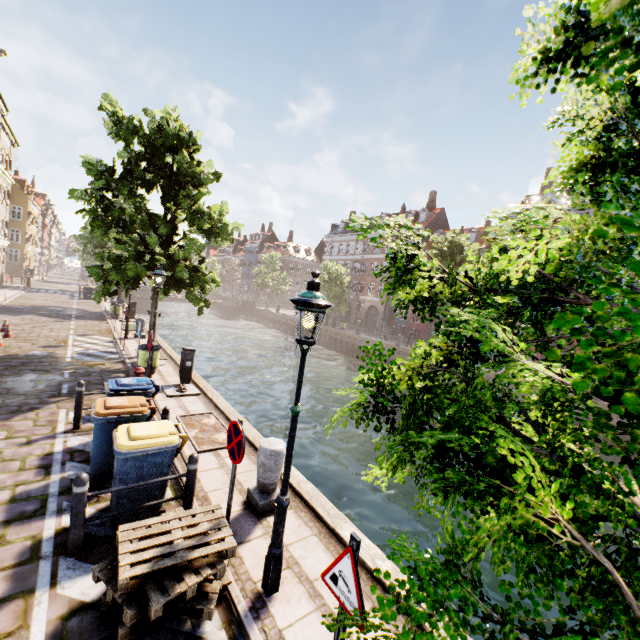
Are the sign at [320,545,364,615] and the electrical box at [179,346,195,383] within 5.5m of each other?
no

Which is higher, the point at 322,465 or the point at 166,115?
the point at 166,115

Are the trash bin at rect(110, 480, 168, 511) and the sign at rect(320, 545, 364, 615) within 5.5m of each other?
yes

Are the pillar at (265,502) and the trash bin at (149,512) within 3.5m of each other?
yes

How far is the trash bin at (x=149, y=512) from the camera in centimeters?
469cm

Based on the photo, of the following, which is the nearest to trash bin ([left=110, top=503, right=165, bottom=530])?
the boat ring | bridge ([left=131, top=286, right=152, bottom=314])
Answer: the boat ring

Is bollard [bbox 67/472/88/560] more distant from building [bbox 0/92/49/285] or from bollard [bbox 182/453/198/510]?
building [bbox 0/92/49/285]

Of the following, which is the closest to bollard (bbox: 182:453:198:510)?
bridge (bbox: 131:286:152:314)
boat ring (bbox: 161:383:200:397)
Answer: boat ring (bbox: 161:383:200:397)
